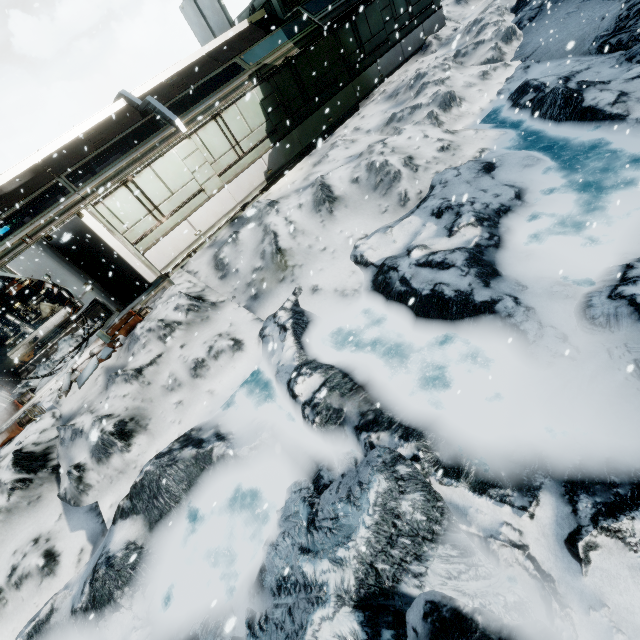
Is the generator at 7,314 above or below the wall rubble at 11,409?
above

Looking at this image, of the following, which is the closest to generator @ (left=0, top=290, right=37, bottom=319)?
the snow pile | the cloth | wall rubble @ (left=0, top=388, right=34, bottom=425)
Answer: the cloth

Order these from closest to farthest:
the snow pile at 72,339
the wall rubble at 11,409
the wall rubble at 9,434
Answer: the wall rubble at 9,434, the wall rubble at 11,409, the snow pile at 72,339

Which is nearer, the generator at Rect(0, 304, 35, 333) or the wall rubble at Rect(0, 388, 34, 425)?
the wall rubble at Rect(0, 388, 34, 425)

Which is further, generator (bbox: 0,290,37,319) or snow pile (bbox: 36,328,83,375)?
generator (bbox: 0,290,37,319)

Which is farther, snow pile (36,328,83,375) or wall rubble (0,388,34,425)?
snow pile (36,328,83,375)

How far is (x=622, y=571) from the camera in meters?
2.7

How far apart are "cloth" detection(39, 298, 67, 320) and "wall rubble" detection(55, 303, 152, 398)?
7.33m
